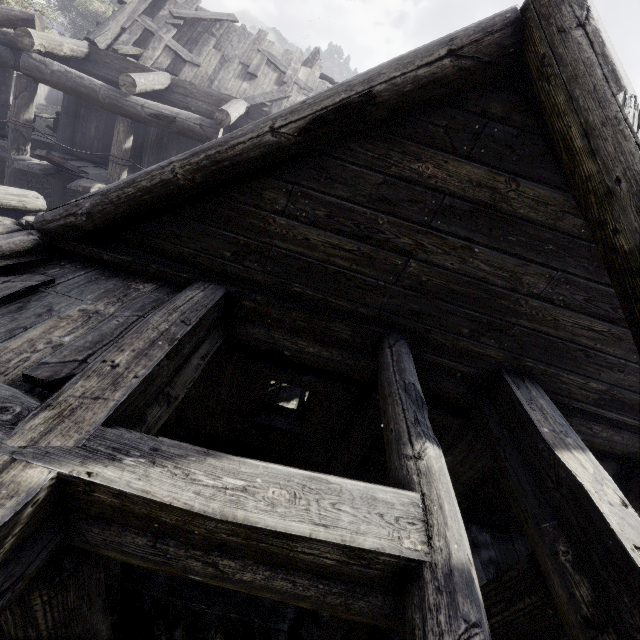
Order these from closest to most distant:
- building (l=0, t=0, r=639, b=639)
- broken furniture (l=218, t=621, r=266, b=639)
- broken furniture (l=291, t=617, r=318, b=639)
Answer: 1. building (l=0, t=0, r=639, b=639)
2. broken furniture (l=218, t=621, r=266, b=639)
3. broken furniture (l=291, t=617, r=318, b=639)

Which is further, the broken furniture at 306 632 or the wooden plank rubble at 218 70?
the wooden plank rubble at 218 70

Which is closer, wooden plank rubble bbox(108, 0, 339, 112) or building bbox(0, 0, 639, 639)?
building bbox(0, 0, 639, 639)

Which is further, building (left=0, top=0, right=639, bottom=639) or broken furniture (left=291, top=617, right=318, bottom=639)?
broken furniture (left=291, top=617, right=318, bottom=639)

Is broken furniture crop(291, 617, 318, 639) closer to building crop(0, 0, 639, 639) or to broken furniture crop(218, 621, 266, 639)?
broken furniture crop(218, 621, 266, 639)

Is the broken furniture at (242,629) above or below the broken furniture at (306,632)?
above

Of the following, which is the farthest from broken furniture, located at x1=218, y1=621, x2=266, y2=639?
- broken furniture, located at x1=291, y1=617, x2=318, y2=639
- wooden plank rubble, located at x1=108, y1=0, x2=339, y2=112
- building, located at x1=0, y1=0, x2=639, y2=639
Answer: wooden plank rubble, located at x1=108, y1=0, x2=339, y2=112

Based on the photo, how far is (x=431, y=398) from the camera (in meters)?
4.55
